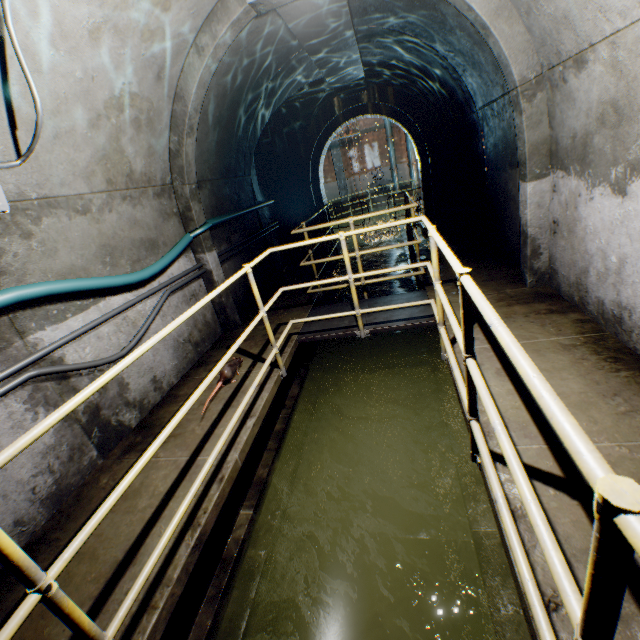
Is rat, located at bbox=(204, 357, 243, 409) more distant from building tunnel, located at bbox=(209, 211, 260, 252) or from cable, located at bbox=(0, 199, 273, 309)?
cable, located at bbox=(0, 199, 273, 309)

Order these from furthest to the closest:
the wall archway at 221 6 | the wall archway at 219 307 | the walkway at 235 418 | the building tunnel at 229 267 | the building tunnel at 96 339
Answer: the building tunnel at 229 267
the wall archway at 219 307
the wall archway at 221 6
the building tunnel at 96 339
the walkway at 235 418

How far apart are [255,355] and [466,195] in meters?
6.3 m

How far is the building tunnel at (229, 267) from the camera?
5.54m

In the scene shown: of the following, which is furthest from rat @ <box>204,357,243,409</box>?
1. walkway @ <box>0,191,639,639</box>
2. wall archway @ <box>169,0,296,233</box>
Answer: wall archway @ <box>169,0,296,233</box>

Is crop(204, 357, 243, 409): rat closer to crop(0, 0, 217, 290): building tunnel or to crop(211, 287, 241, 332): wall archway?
crop(0, 0, 217, 290): building tunnel

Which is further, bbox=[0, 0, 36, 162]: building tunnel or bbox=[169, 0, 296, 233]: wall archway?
bbox=[169, 0, 296, 233]: wall archway
